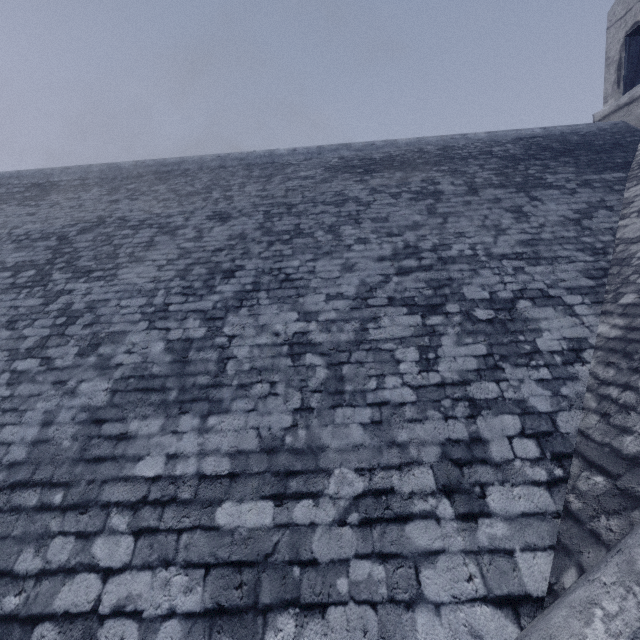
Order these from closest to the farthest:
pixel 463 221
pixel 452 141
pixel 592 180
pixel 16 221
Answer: pixel 463 221, pixel 592 180, pixel 16 221, pixel 452 141
